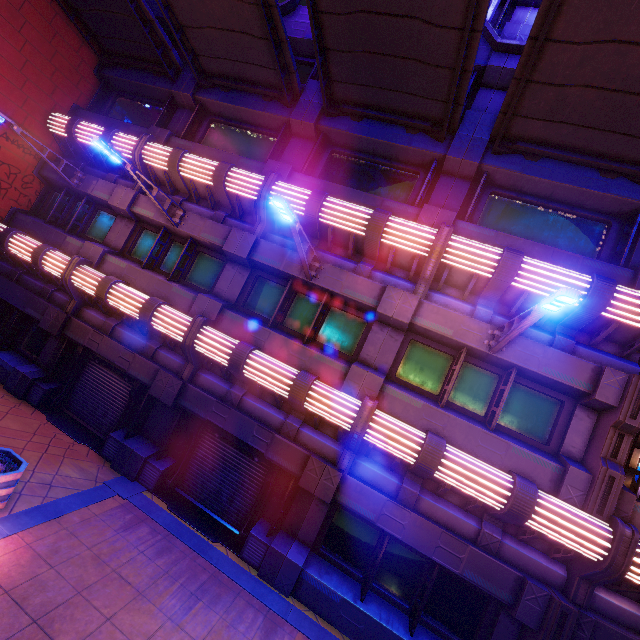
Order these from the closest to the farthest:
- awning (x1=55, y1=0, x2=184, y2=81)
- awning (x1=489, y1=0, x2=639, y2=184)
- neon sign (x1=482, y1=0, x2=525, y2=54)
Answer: awning (x1=489, y1=0, x2=639, y2=184) → neon sign (x1=482, y1=0, x2=525, y2=54) → awning (x1=55, y1=0, x2=184, y2=81)

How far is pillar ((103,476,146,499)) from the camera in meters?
8.1

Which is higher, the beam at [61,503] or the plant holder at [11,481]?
the plant holder at [11,481]

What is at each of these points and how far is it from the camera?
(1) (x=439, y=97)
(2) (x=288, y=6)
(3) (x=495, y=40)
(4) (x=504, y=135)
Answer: (1) awning, 8.3 meters
(2) neon sign, 10.9 meters
(3) neon sign, 8.7 meters
(4) awning, 8.3 meters

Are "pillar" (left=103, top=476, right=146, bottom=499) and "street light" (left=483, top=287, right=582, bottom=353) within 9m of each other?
no

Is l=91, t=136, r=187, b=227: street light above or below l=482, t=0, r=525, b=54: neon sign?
below

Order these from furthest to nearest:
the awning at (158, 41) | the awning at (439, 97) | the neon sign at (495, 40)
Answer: the awning at (158, 41) → the neon sign at (495, 40) → the awning at (439, 97)

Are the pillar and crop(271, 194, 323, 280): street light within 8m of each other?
yes
